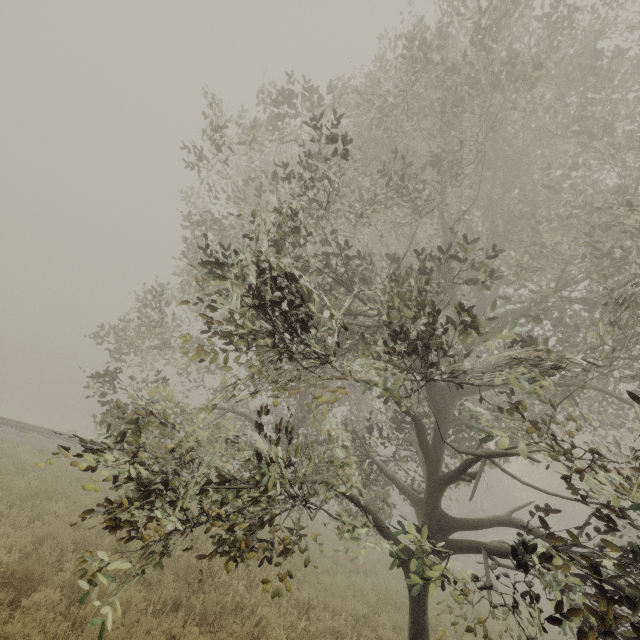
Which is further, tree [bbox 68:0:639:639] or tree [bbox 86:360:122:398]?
tree [bbox 86:360:122:398]

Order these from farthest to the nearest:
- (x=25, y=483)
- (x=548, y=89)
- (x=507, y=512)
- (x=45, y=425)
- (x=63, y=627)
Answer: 1. (x=45, y=425)
2. (x=25, y=483)
3. (x=548, y=89)
4. (x=507, y=512)
5. (x=63, y=627)

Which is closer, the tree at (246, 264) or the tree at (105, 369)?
the tree at (246, 264)

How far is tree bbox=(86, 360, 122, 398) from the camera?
8.8 meters

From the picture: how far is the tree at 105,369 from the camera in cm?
880
